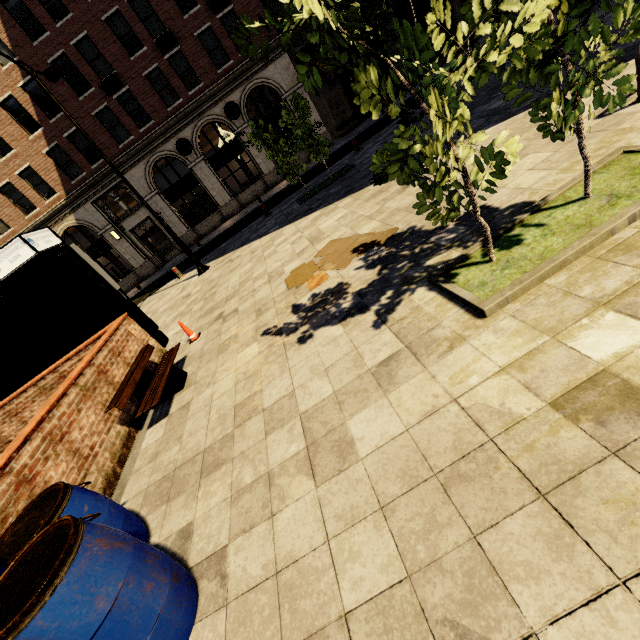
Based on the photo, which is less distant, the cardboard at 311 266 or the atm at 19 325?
the cardboard at 311 266

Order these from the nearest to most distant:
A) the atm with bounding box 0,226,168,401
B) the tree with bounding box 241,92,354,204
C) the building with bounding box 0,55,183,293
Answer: the atm with bounding box 0,226,168,401, the tree with bounding box 241,92,354,204, the building with bounding box 0,55,183,293

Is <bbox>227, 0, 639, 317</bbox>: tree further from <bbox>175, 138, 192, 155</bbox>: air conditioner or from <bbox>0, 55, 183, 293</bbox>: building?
<bbox>175, 138, 192, 155</bbox>: air conditioner

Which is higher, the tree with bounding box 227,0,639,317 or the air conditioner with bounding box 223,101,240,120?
the air conditioner with bounding box 223,101,240,120

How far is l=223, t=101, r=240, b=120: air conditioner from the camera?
21.1m

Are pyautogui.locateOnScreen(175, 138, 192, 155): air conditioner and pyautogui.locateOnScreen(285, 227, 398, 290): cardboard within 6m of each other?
no

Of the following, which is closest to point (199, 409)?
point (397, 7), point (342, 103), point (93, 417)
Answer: point (93, 417)

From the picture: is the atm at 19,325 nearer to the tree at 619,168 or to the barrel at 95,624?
the tree at 619,168
